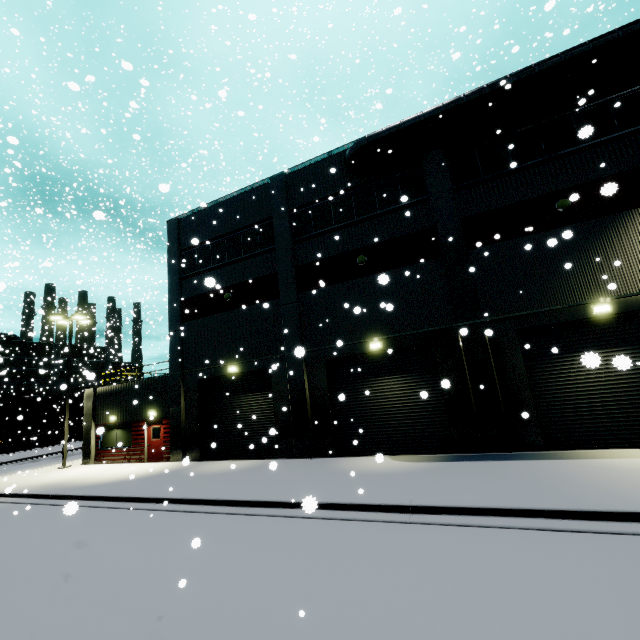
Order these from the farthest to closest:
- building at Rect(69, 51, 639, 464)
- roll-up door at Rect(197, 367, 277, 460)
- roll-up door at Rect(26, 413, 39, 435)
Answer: roll-up door at Rect(26, 413, 39, 435) < roll-up door at Rect(197, 367, 277, 460) < building at Rect(69, 51, 639, 464)

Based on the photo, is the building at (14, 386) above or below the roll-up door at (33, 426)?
above

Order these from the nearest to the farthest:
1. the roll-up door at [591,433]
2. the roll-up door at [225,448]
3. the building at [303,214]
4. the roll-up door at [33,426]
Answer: the roll-up door at [591,433] < the building at [303,214] < the roll-up door at [225,448] < the roll-up door at [33,426]

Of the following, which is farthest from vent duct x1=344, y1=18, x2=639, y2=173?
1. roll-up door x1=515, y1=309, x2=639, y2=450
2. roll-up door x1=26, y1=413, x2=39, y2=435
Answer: roll-up door x1=26, y1=413, x2=39, y2=435

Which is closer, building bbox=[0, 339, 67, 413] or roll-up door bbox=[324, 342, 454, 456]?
roll-up door bbox=[324, 342, 454, 456]

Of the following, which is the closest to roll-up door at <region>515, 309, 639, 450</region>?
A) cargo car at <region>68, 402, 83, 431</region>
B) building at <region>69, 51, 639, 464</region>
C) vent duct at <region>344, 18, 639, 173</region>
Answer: building at <region>69, 51, 639, 464</region>

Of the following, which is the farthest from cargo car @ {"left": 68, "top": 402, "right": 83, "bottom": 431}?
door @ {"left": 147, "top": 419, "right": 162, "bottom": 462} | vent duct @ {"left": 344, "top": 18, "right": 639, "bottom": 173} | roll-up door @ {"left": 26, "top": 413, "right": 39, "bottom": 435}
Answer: vent duct @ {"left": 344, "top": 18, "right": 639, "bottom": 173}

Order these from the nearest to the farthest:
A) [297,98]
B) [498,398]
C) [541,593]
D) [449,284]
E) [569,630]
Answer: [569,630] < [541,593] < [498,398] < [449,284] < [297,98]
